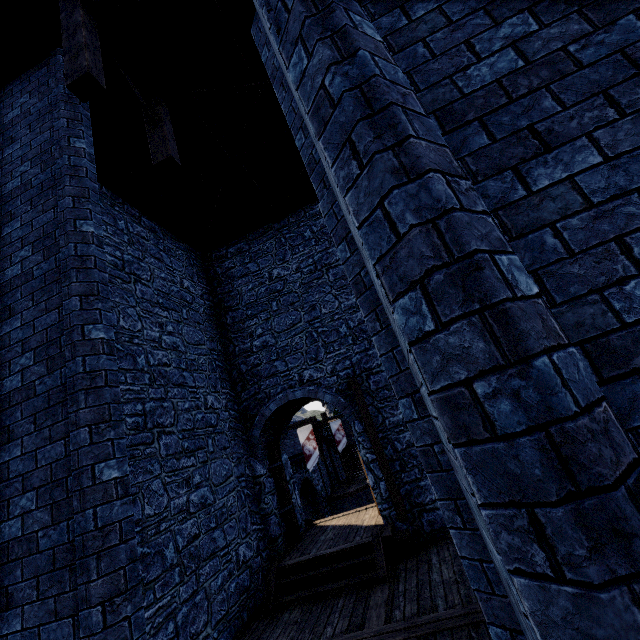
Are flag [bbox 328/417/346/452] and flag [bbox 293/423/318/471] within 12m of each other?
yes

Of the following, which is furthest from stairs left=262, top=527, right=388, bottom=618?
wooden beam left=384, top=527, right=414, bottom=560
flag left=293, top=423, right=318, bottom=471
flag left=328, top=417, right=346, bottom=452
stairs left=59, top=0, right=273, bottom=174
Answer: flag left=328, top=417, right=346, bottom=452

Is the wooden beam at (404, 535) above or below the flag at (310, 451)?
below

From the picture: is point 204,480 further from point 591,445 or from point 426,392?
point 591,445

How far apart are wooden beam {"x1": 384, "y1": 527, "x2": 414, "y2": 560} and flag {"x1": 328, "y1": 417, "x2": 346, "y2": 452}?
22.8 meters

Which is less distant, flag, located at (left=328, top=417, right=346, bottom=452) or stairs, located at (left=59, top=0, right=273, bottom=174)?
stairs, located at (left=59, top=0, right=273, bottom=174)

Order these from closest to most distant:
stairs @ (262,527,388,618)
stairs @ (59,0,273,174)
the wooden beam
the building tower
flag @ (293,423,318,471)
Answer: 1. stairs @ (59,0,273,174)
2. the building tower
3. stairs @ (262,527,388,618)
4. the wooden beam
5. flag @ (293,423,318,471)

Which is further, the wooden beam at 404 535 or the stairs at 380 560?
the wooden beam at 404 535
